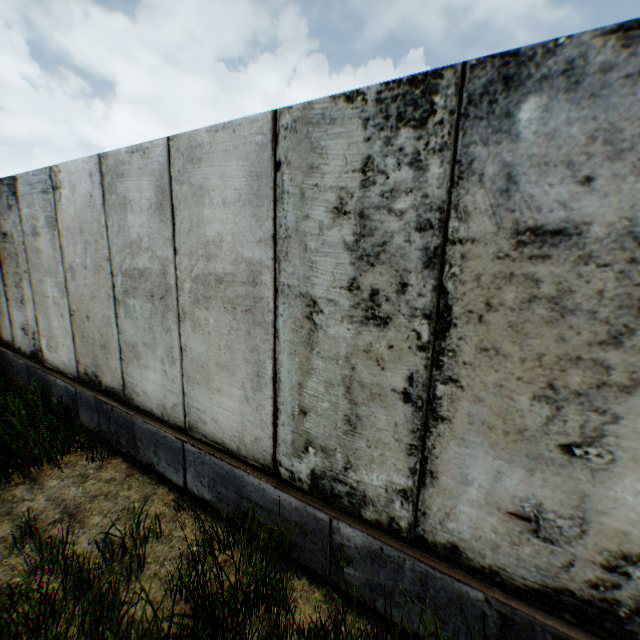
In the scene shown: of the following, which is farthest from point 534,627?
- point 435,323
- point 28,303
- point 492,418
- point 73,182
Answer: point 28,303
